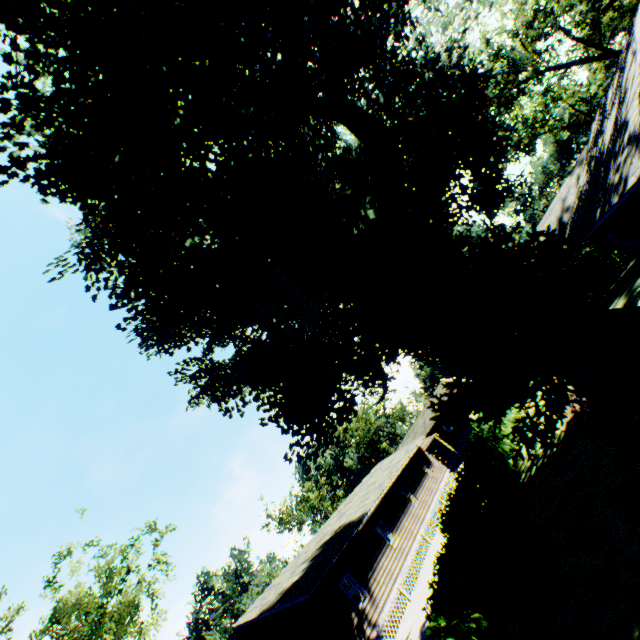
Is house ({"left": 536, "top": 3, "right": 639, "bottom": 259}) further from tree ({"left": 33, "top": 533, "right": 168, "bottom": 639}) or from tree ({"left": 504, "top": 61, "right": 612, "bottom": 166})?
tree ({"left": 33, "top": 533, "right": 168, "bottom": 639})

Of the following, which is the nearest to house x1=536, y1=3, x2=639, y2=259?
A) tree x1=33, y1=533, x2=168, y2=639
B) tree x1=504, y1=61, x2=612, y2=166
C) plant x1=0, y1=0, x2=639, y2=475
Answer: plant x1=0, y1=0, x2=639, y2=475

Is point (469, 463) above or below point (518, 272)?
below

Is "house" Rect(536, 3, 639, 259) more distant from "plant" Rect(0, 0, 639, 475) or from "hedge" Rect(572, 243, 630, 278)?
"hedge" Rect(572, 243, 630, 278)

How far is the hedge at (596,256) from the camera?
20.2m

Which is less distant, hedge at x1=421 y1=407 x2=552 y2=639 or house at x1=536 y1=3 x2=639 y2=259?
hedge at x1=421 y1=407 x2=552 y2=639

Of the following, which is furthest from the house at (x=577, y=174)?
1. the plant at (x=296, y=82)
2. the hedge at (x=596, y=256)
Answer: the hedge at (x=596, y=256)

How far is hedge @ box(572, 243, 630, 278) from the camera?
20.2 meters
